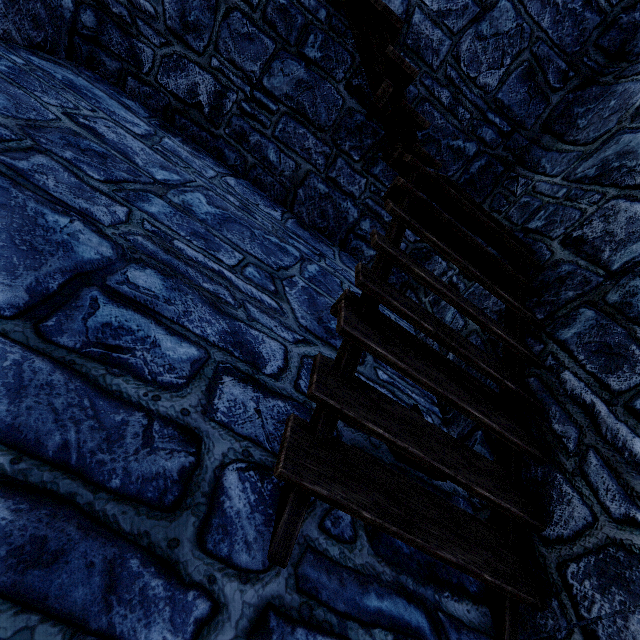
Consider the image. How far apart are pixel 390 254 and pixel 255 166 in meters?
3.8
